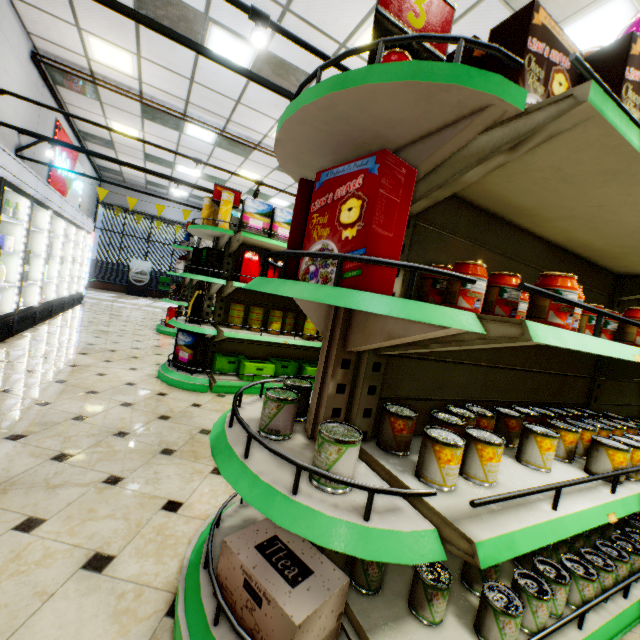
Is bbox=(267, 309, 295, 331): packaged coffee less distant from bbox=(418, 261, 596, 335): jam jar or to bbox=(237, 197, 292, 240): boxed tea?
bbox=(237, 197, 292, 240): boxed tea

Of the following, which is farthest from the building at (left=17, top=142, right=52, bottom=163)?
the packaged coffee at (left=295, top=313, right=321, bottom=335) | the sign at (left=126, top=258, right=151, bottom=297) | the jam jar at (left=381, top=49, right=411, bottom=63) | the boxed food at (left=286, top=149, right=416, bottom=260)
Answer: the jam jar at (left=381, top=49, right=411, bottom=63)

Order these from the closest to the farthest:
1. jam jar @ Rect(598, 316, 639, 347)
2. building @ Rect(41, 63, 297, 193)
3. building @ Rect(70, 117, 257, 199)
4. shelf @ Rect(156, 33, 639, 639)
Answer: shelf @ Rect(156, 33, 639, 639)
jam jar @ Rect(598, 316, 639, 347)
building @ Rect(41, 63, 297, 193)
building @ Rect(70, 117, 257, 199)

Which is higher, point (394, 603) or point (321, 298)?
point (321, 298)

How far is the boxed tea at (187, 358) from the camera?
3.87m

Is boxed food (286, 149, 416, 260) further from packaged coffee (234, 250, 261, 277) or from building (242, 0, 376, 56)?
packaged coffee (234, 250, 261, 277)

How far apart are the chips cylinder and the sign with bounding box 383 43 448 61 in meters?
2.7

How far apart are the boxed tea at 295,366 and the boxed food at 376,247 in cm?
267
